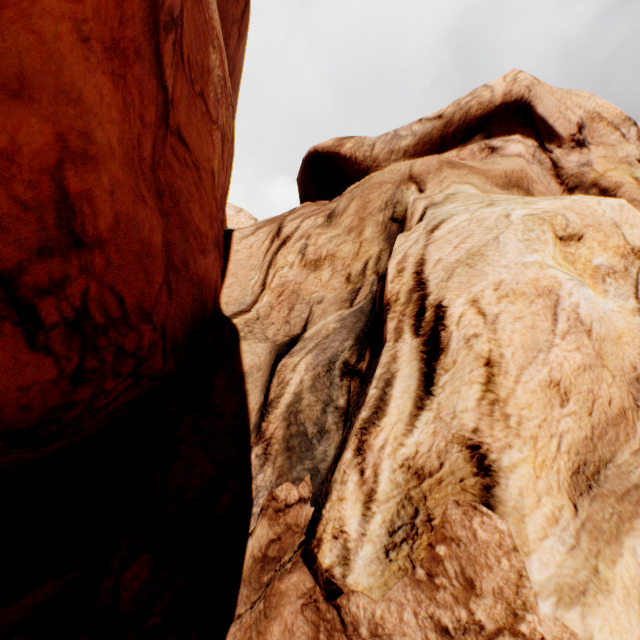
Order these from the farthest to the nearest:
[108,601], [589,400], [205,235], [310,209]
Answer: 1. [310,209]
2. [205,235]
3. [108,601]
4. [589,400]
